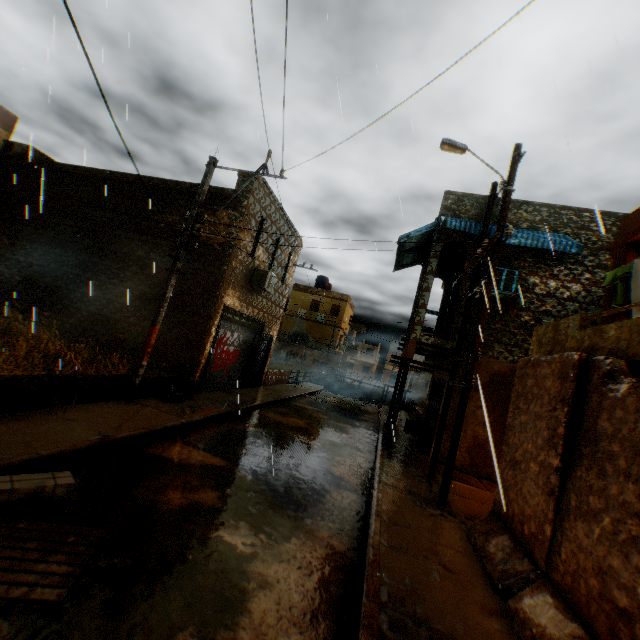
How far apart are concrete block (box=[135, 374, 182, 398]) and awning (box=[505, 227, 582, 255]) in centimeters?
263cm

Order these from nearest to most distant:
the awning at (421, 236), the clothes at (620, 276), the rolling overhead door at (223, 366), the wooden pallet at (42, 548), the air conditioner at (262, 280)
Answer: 1. the wooden pallet at (42, 548)
2. the clothes at (620, 276)
3. the awning at (421, 236)
4. the rolling overhead door at (223, 366)
5. the air conditioner at (262, 280)

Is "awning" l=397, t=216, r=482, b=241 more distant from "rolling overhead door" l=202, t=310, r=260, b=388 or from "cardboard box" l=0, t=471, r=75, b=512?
"cardboard box" l=0, t=471, r=75, b=512

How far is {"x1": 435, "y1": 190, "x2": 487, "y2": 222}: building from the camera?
11.7m

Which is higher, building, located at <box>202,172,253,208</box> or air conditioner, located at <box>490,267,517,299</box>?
building, located at <box>202,172,253,208</box>

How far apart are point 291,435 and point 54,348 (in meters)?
9.08

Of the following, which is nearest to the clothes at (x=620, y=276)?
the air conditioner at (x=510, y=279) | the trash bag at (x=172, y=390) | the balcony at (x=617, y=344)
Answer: the balcony at (x=617, y=344)

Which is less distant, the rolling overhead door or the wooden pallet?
the wooden pallet
